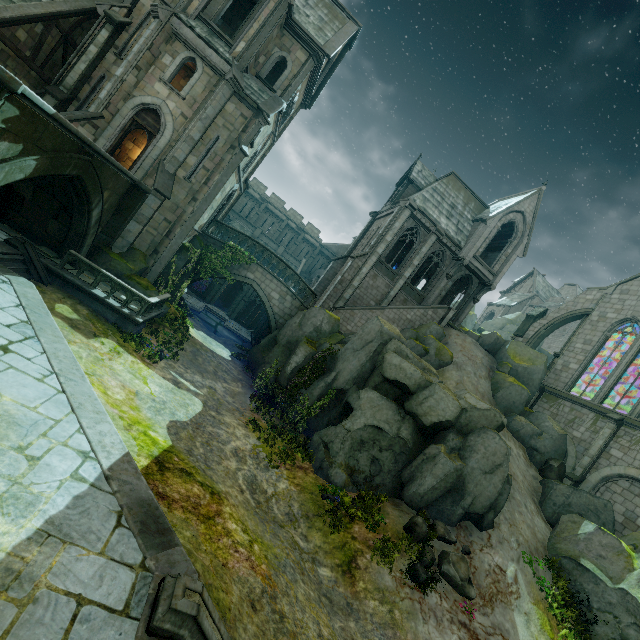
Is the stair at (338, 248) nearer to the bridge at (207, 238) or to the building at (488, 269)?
the building at (488, 269)

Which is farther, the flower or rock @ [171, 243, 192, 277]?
rock @ [171, 243, 192, 277]

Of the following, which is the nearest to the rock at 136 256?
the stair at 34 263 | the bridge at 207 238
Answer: the bridge at 207 238

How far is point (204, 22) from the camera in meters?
16.8 m

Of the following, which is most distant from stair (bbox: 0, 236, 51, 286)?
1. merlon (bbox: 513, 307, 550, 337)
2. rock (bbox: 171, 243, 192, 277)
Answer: merlon (bbox: 513, 307, 550, 337)

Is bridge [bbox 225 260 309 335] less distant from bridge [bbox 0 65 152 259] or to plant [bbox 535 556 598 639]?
bridge [bbox 0 65 152 259]

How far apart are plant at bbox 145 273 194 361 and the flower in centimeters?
1589cm

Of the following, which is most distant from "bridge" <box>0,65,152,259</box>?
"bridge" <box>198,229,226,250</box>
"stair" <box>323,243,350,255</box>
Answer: "stair" <box>323,243,350,255</box>
